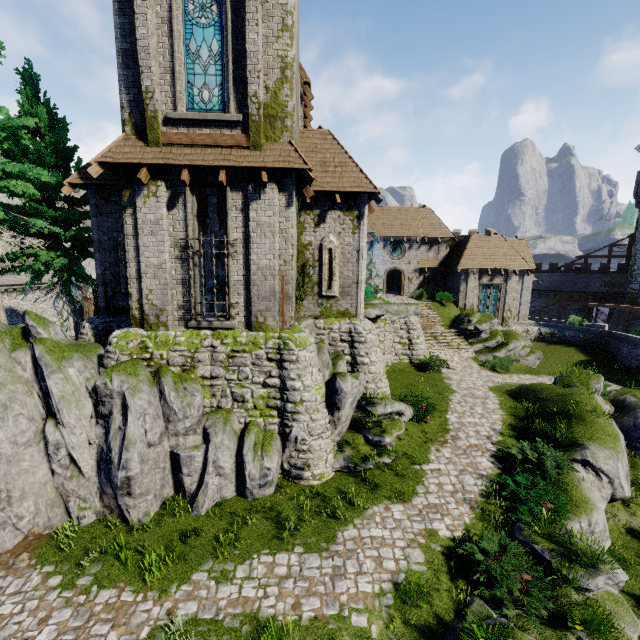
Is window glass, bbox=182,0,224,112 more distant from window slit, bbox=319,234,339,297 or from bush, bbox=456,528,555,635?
bush, bbox=456,528,555,635

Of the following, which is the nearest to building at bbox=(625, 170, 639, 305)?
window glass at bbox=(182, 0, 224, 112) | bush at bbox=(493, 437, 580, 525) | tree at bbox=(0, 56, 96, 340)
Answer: bush at bbox=(493, 437, 580, 525)

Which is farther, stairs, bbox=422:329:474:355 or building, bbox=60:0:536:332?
stairs, bbox=422:329:474:355

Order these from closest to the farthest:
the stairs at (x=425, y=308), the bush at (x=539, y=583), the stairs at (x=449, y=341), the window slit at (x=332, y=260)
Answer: the bush at (x=539, y=583) → the window slit at (x=332, y=260) → the stairs at (x=449, y=341) → the stairs at (x=425, y=308)

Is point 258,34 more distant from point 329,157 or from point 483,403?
point 483,403

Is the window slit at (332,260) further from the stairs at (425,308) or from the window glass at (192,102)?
the stairs at (425,308)

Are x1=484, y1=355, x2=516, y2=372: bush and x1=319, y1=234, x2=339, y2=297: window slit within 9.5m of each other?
no

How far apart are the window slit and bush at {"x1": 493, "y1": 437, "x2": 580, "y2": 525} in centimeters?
910cm
